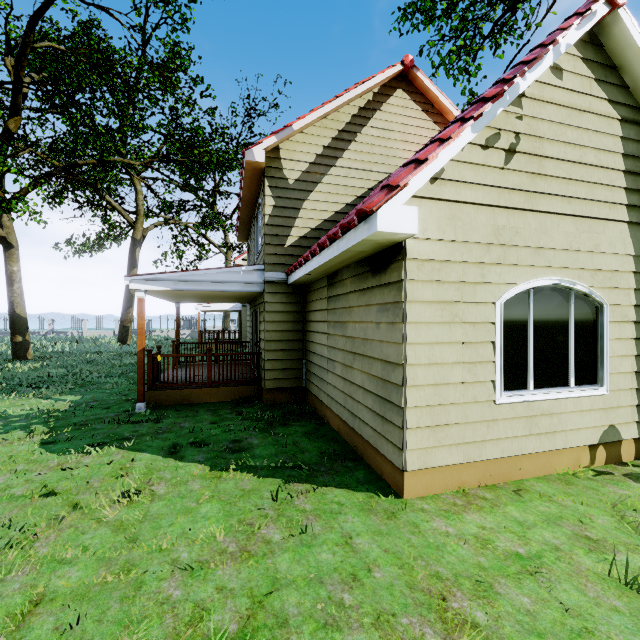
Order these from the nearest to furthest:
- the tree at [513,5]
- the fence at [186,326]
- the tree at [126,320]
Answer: the tree at [513,5] → the tree at [126,320] → the fence at [186,326]

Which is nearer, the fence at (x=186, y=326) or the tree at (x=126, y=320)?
the tree at (x=126, y=320)

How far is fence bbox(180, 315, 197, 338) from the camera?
39.16m

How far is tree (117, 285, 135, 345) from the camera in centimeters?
2464cm

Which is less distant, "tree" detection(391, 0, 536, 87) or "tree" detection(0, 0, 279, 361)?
"tree" detection(391, 0, 536, 87)

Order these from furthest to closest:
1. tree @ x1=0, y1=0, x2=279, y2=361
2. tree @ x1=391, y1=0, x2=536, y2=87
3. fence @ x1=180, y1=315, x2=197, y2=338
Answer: fence @ x1=180, y1=315, x2=197, y2=338
tree @ x1=0, y1=0, x2=279, y2=361
tree @ x1=391, y1=0, x2=536, y2=87

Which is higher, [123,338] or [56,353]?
[123,338]

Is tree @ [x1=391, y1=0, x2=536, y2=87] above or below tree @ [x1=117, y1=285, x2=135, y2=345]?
above
